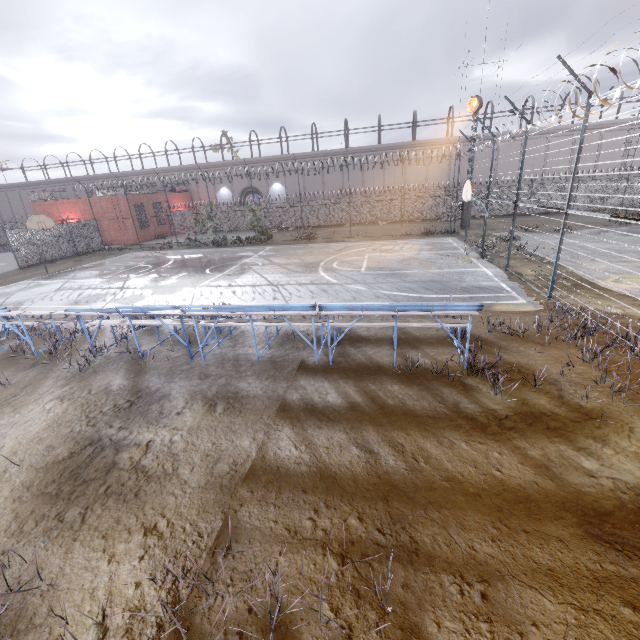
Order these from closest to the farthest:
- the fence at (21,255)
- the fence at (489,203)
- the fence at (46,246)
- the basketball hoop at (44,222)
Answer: the fence at (489,203) < the basketball hoop at (44,222) < the fence at (21,255) < the fence at (46,246)

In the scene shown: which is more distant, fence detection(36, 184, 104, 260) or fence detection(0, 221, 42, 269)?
fence detection(36, 184, 104, 260)

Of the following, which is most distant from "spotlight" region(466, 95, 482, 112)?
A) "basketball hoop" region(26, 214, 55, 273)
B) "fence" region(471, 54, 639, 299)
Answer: "basketball hoop" region(26, 214, 55, 273)

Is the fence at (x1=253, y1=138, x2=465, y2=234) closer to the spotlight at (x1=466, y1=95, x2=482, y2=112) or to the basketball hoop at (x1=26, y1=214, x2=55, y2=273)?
the spotlight at (x1=466, y1=95, x2=482, y2=112)

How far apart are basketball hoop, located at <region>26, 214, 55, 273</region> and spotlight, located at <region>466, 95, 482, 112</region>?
29.6m

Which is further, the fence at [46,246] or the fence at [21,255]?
the fence at [46,246]

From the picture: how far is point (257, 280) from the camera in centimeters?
1549cm
